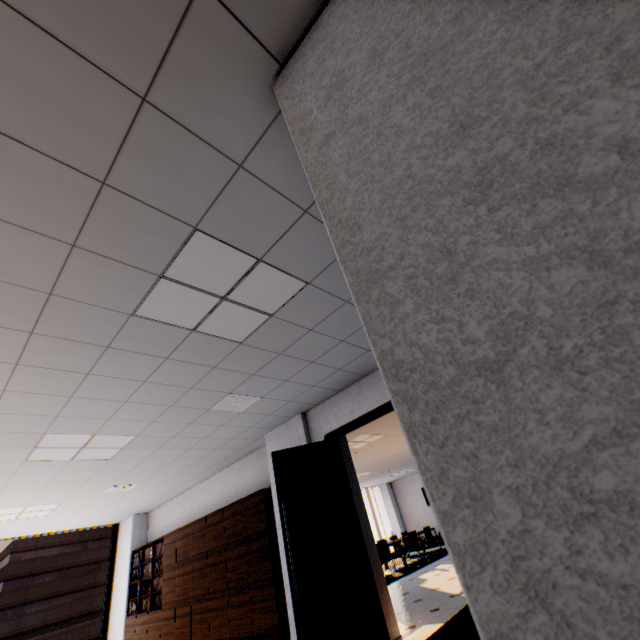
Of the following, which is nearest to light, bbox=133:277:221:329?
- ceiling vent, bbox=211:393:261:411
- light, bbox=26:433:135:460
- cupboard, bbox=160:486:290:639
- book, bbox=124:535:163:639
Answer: ceiling vent, bbox=211:393:261:411

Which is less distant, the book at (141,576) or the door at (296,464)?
the door at (296,464)

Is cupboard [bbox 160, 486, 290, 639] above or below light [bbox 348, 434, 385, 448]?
below

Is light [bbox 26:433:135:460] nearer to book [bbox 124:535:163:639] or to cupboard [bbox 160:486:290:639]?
cupboard [bbox 160:486:290:639]

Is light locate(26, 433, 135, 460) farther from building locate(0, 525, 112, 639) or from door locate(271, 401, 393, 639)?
building locate(0, 525, 112, 639)

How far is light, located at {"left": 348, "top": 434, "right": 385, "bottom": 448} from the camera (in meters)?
7.39

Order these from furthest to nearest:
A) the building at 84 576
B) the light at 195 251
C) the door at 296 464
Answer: the building at 84 576 < the door at 296 464 < the light at 195 251

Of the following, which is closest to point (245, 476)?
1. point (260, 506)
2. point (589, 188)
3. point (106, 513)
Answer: point (260, 506)
